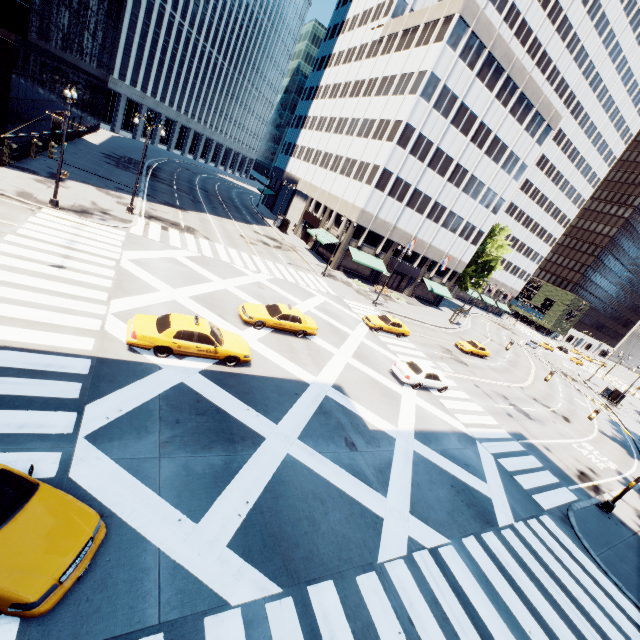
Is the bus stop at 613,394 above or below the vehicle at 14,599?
above

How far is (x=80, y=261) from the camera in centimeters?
1716cm

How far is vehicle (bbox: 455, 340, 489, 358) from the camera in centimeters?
3725cm

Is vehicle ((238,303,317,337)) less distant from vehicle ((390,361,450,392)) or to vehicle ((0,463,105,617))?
vehicle ((390,361,450,392))

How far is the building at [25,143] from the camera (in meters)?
24.48

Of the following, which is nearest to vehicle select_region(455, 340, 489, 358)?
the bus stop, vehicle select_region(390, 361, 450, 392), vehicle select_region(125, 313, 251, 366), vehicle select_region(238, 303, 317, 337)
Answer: vehicle select_region(390, 361, 450, 392)

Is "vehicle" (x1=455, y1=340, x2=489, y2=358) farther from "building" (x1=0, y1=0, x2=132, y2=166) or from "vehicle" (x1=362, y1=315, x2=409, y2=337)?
"building" (x1=0, y1=0, x2=132, y2=166)

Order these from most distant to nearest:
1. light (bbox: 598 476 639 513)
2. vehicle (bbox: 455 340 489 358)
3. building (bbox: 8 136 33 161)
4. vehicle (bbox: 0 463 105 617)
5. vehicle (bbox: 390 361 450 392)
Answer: vehicle (bbox: 455 340 489 358) → building (bbox: 8 136 33 161) → vehicle (bbox: 390 361 450 392) → light (bbox: 598 476 639 513) → vehicle (bbox: 0 463 105 617)
